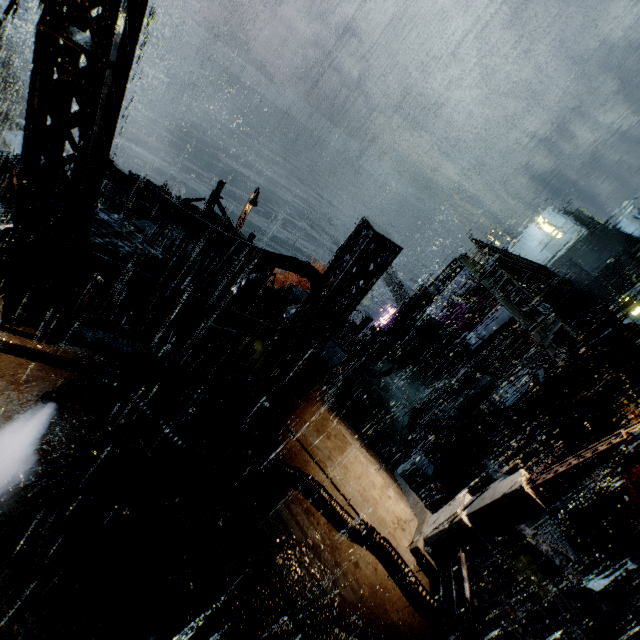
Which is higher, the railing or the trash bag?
the railing

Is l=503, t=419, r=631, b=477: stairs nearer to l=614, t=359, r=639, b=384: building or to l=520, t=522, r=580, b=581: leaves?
l=614, t=359, r=639, b=384: building

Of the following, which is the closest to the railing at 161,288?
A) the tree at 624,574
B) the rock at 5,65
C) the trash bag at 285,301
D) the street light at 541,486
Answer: the street light at 541,486

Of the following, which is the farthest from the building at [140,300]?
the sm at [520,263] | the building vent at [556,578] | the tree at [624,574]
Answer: the building vent at [556,578]

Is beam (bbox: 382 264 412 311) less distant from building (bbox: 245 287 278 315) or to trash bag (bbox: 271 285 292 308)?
building (bbox: 245 287 278 315)

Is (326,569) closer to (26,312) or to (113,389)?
(113,389)

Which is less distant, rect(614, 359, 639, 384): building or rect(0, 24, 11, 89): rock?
rect(614, 359, 639, 384): building

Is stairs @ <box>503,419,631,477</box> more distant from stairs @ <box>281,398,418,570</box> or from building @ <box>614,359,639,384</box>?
stairs @ <box>281,398,418,570</box>
